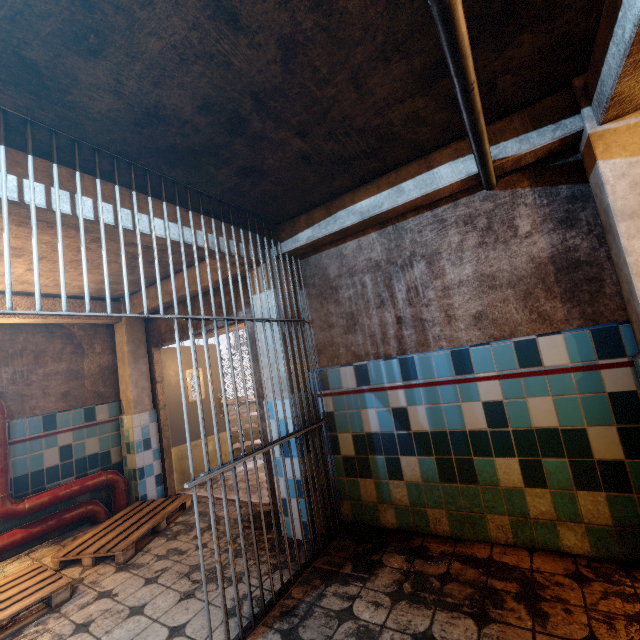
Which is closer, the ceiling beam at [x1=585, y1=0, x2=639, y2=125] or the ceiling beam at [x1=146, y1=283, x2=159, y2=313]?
the ceiling beam at [x1=585, y1=0, x2=639, y2=125]

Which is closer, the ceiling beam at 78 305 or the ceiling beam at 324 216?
the ceiling beam at 324 216

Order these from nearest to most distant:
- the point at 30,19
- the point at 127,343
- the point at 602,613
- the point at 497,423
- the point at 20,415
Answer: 1. the point at 30,19
2. the point at 602,613
3. the point at 497,423
4. the point at 20,415
5. the point at 127,343

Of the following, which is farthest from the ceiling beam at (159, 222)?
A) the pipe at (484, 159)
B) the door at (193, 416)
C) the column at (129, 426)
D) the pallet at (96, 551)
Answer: the pallet at (96, 551)

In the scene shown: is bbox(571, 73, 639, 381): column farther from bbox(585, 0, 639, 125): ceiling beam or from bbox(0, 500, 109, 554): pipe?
bbox(0, 500, 109, 554): pipe

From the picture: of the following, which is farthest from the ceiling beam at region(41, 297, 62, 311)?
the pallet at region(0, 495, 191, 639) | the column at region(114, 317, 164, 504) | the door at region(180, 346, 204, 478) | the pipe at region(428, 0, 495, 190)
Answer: the pallet at region(0, 495, 191, 639)

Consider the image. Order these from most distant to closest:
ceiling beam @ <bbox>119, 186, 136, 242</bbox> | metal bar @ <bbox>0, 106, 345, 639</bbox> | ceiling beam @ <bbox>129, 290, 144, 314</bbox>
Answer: ceiling beam @ <bbox>129, 290, 144, 314</bbox> < ceiling beam @ <bbox>119, 186, 136, 242</bbox> < metal bar @ <bbox>0, 106, 345, 639</bbox>

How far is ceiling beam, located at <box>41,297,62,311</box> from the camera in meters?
4.0
